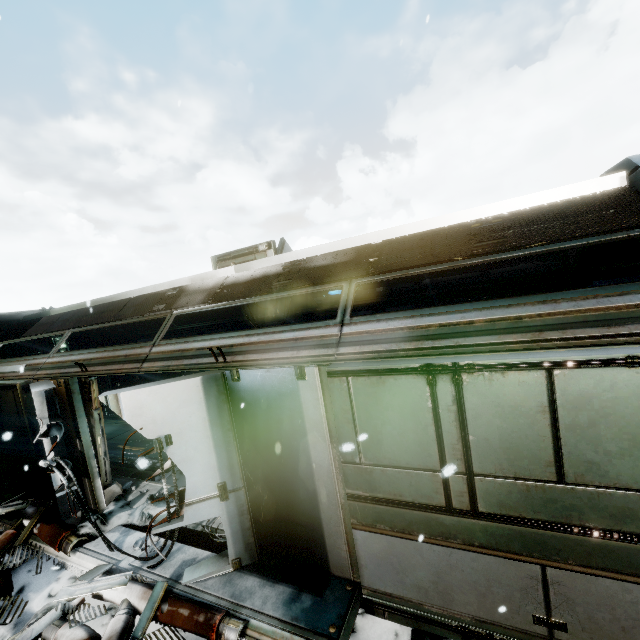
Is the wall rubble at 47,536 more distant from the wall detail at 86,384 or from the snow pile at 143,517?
the wall detail at 86,384

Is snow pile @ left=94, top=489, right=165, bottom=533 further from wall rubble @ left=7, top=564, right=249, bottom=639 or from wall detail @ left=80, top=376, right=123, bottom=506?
wall rubble @ left=7, top=564, right=249, bottom=639

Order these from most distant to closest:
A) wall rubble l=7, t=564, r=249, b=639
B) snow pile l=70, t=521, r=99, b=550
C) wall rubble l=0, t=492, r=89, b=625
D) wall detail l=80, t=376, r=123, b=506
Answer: wall detail l=80, t=376, r=123, b=506, snow pile l=70, t=521, r=99, b=550, wall rubble l=0, t=492, r=89, b=625, wall rubble l=7, t=564, r=249, b=639

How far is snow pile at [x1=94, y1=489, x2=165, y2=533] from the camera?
5.67m

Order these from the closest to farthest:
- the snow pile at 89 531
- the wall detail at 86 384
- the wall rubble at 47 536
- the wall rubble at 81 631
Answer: the wall rubble at 81 631 → the wall rubble at 47 536 → the snow pile at 89 531 → the wall detail at 86 384

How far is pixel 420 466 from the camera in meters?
3.2 m

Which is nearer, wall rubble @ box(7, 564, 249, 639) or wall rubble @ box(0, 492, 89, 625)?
wall rubble @ box(7, 564, 249, 639)
